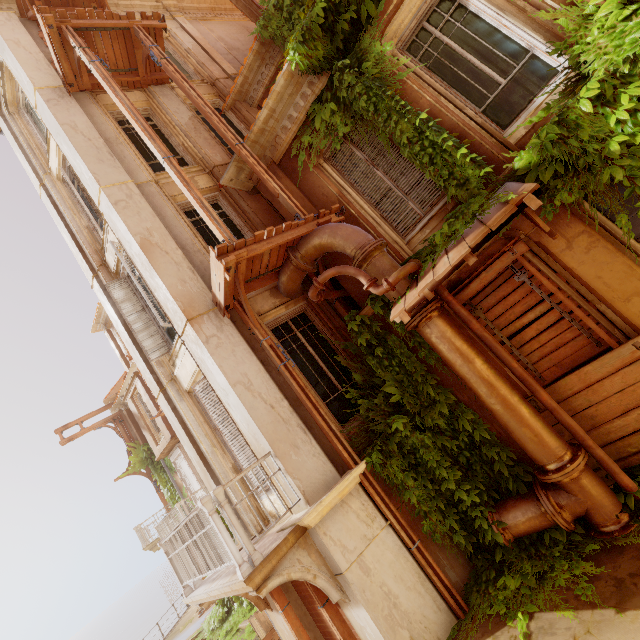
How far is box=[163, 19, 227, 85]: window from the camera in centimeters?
1068cm

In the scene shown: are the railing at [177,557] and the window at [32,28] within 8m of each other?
no

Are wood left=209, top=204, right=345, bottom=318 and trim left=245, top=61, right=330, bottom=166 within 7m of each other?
yes

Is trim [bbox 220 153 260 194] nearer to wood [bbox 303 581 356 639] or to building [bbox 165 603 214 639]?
wood [bbox 303 581 356 639]

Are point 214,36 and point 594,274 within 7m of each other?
no

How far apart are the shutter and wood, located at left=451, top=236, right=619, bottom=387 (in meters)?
6.30

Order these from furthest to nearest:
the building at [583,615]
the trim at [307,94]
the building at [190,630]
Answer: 1. the building at [190,630]
2. the trim at [307,94]
3. the building at [583,615]

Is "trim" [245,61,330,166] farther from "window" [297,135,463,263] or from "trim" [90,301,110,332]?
"trim" [90,301,110,332]
